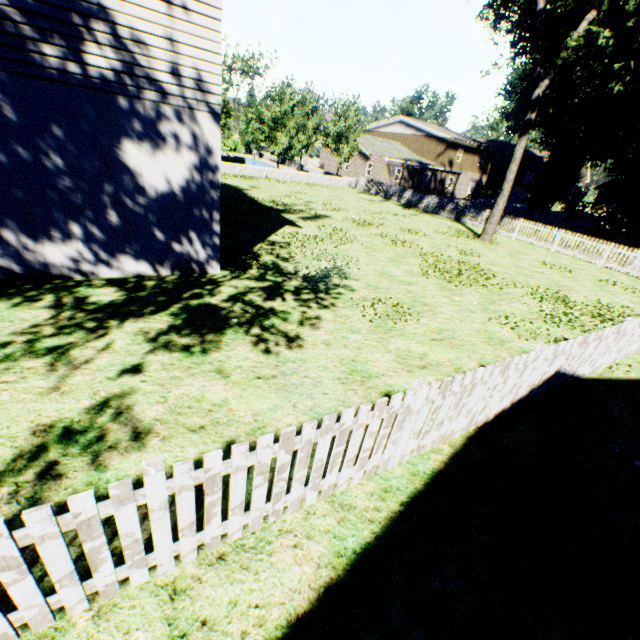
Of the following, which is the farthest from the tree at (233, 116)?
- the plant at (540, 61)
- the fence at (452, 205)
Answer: the plant at (540, 61)

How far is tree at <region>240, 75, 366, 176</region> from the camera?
28.4 meters

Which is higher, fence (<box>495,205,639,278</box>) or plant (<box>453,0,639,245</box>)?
plant (<box>453,0,639,245</box>)

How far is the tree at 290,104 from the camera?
28.4m

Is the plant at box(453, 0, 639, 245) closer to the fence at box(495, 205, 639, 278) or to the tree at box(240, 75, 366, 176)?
the fence at box(495, 205, 639, 278)

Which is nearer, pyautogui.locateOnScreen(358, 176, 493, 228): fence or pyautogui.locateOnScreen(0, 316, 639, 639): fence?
pyautogui.locateOnScreen(0, 316, 639, 639): fence

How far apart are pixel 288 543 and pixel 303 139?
43.6m
